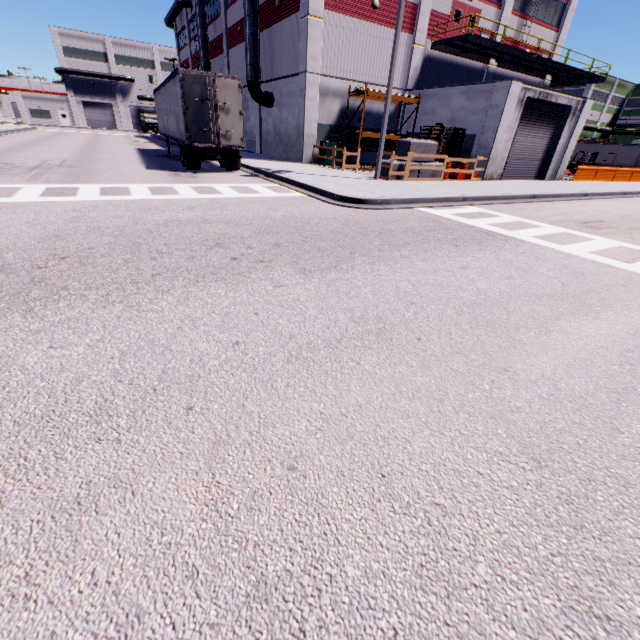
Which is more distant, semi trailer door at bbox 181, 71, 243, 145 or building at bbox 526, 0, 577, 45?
building at bbox 526, 0, 577, 45

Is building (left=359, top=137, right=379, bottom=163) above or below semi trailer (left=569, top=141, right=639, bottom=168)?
below

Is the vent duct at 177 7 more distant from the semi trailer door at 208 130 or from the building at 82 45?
the semi trailer door at 208 130

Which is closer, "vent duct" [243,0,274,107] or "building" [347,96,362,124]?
"vent duct" [243,0,274,107]

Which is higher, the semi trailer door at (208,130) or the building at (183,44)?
the building at (183,44)

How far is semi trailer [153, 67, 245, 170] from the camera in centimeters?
1417cm

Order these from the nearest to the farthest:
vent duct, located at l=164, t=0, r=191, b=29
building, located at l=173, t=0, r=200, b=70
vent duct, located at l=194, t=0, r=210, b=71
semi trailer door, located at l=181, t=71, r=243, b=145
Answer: semi trailer door, located at l=181, t=71, r=243, b=145 → vent duct, located at l=194, t=0, r=210, b=71 → vent duct, located at l=164, t=0, r=191, b=29 → building, located at l=173, t=0, r=200, b=70

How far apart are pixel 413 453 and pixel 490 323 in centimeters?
257cm
